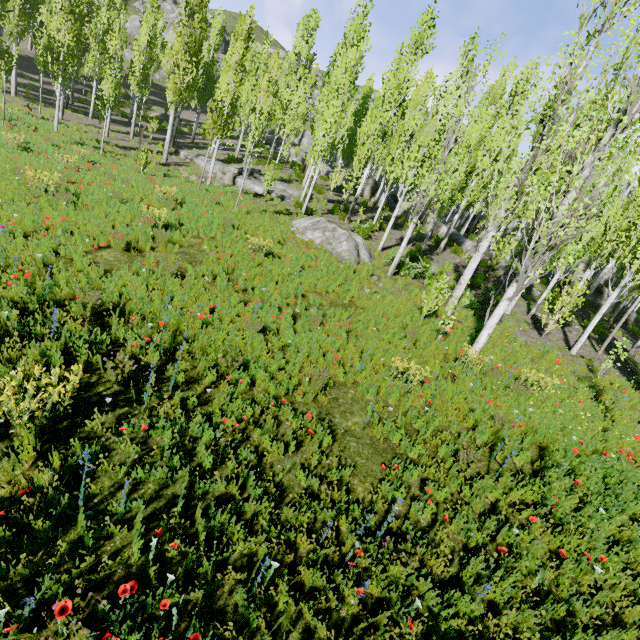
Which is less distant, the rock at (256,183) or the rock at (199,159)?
the rock at (256,183)

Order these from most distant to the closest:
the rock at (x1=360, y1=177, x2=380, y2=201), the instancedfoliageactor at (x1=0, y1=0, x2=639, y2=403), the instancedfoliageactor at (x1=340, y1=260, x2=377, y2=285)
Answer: the rock at (x1=360, y1=177, x2=380, y2=201) → the instancedfoliageactor at (x1=340, y1=260, x2=377, y2=285) → the instancedfoliageactor at (x1=0, y1=0, x2=639, y2=403)

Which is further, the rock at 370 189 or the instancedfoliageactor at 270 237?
the rock at 370 189

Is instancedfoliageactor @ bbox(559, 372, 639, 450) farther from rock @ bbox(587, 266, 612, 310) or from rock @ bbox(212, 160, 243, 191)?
rock @ bbox(212, 160, 243, 191)

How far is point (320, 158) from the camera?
15.8m

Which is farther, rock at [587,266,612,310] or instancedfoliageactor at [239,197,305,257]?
rock at [587,266,612,310]

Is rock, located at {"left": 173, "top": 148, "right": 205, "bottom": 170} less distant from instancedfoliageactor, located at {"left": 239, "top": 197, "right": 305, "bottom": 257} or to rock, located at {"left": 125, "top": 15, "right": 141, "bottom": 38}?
instancedfoliageactor, located at {"left": 239, "top": 197, "right": 305, "bottom": 257}

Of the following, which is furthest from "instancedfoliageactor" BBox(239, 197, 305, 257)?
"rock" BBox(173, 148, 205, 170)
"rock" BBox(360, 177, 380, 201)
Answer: "rock" BBox(173, 148, 205, 170)
